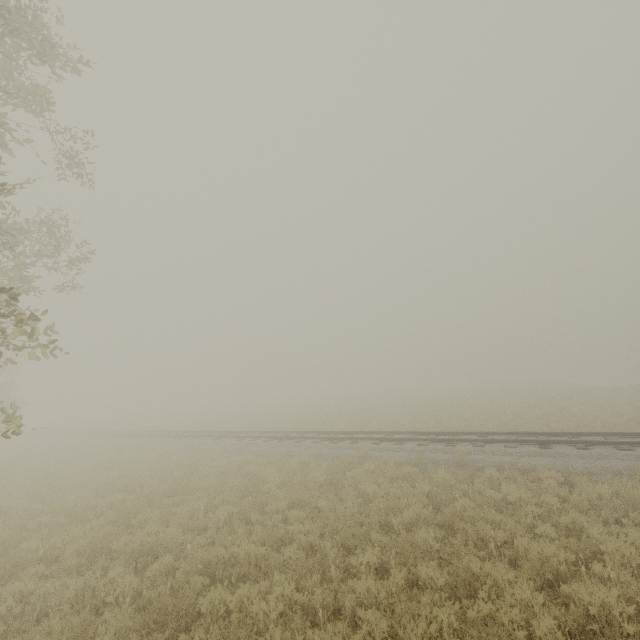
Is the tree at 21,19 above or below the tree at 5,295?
above

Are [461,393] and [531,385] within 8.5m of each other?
no

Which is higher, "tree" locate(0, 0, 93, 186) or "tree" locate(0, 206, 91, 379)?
"tree" locate(0, 0, 93, 186)

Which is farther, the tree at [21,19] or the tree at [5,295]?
the tree at [21,19]

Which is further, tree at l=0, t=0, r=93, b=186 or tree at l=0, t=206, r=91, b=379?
tree at l=0, t=0, r=93, b=186
